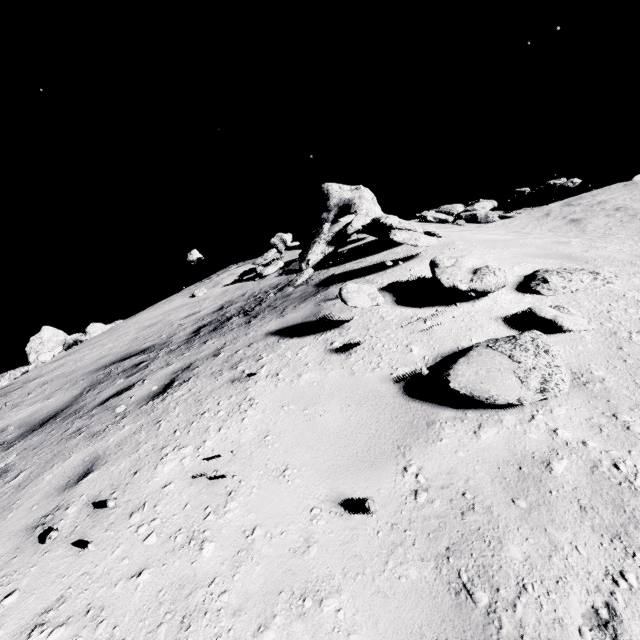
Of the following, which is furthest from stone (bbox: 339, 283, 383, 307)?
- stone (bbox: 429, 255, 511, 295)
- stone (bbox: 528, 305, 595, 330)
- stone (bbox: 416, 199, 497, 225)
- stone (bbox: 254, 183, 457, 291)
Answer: stone (bbox: 416, 199, 497, 225)

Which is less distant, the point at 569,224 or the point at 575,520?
the point at 575,520

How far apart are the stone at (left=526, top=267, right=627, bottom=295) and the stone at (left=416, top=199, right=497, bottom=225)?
9.1m

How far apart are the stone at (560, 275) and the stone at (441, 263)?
0.26m

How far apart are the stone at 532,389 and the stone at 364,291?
1.2 meters

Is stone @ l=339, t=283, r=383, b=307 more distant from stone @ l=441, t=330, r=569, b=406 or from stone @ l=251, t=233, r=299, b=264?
stone @ l=251, t=233, r=299, b=264

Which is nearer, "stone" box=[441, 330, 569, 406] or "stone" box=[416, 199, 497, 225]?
"stone" box=[441, 330, 569, 406]

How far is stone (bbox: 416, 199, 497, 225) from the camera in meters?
→ 12.9
